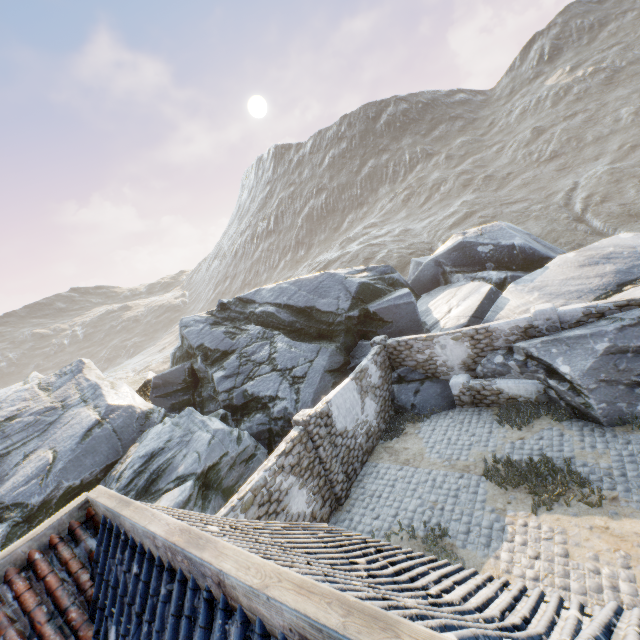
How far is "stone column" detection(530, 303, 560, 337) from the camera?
11.0m

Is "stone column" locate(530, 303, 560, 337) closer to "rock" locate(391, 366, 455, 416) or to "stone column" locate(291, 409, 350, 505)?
"rock" locate(391, 366, 455, 416)

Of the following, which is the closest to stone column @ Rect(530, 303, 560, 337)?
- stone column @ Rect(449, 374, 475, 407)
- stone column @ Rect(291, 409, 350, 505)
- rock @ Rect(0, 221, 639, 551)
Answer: rock @ Rect(0, 221, 639, 551)

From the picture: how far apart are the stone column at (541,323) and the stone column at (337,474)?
8.2m

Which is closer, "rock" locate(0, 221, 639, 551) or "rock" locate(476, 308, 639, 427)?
"rock" locate(476, 308, 639, 427)

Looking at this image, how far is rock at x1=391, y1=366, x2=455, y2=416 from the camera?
13.41m

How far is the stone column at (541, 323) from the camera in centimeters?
1097cm

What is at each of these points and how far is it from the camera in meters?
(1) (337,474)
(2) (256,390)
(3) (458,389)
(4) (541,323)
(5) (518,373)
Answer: (1) stone column, 10.4
(2) rock, 14.8
(3) stone column, 12.7
(4) stone column, 11.2
(5) rock, 11.6
